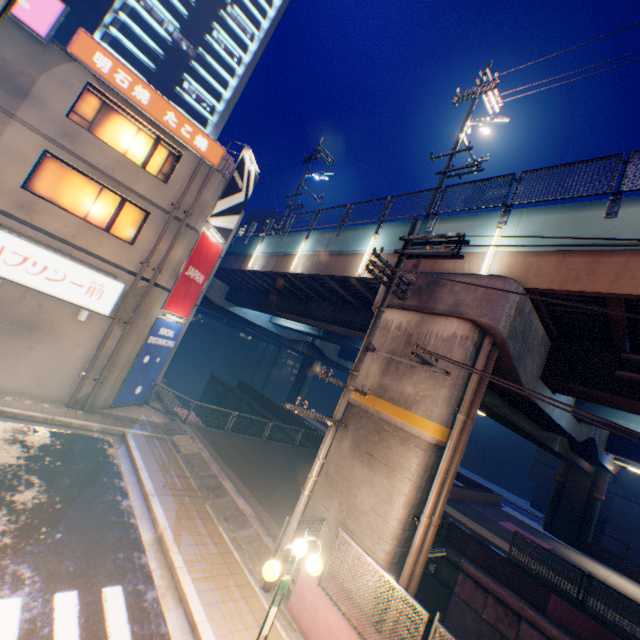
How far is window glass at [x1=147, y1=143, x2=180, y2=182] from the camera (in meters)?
13.77

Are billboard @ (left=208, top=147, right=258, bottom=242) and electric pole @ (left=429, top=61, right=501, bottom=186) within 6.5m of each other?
no

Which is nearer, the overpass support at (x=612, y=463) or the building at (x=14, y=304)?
the building at (x=14, y=304)

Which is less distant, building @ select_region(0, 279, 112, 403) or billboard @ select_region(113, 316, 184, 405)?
building @ select_region(0, 279, 112, 403)

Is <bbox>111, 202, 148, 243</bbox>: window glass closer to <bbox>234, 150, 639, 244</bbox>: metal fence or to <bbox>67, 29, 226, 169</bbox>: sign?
<bbox>67, 29, 226, 169</bbox>: sign

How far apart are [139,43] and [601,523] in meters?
74.8

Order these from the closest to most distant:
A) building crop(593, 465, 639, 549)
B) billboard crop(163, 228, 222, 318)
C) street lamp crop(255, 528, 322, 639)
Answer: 1. street lamp crop(255, 528, 322, 639)
2. billboard crop(163, 228, 222, 318)
3. building crop(593, 465, 639, 549)

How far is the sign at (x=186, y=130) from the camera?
11.4m
